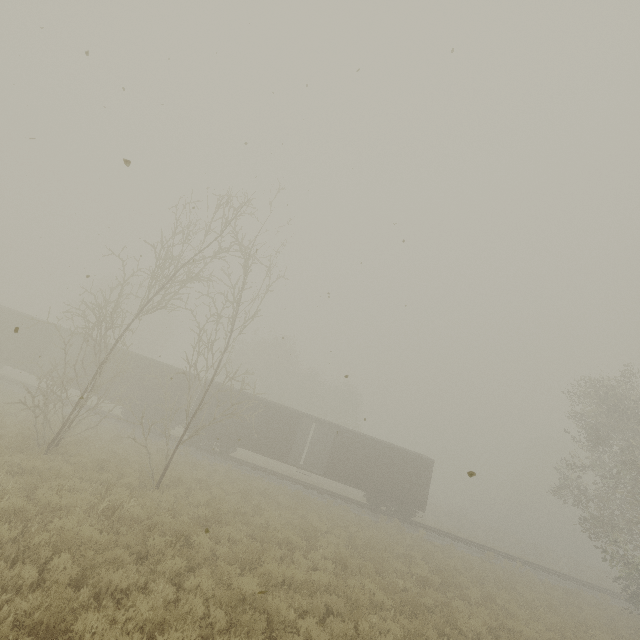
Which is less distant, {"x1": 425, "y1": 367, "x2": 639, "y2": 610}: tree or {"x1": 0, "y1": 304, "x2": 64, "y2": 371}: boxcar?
{"x1": 425, "y1": 367, "x2": 639, "y2": 610}: tree

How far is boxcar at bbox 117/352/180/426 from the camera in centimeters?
2325cm

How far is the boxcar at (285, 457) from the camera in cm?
2331

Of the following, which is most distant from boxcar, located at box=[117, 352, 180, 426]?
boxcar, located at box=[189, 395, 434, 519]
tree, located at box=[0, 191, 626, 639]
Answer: tree, located at box=[0, 191, 626, 639]

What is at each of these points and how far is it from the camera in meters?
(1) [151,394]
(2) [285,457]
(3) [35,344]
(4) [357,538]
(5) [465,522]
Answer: (1) boxcar, 23.6
(2) boxcar, 23.3
(3) boxcar, 23.7
(4) tree, 14.5
(5) tree, 39.5

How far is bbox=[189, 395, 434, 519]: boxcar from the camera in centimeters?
2331cm

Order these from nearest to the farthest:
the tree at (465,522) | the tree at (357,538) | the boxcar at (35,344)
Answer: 1. the tree at (357,538)
2. the tree at (465,522)
3. the boxcar at (35,344)
